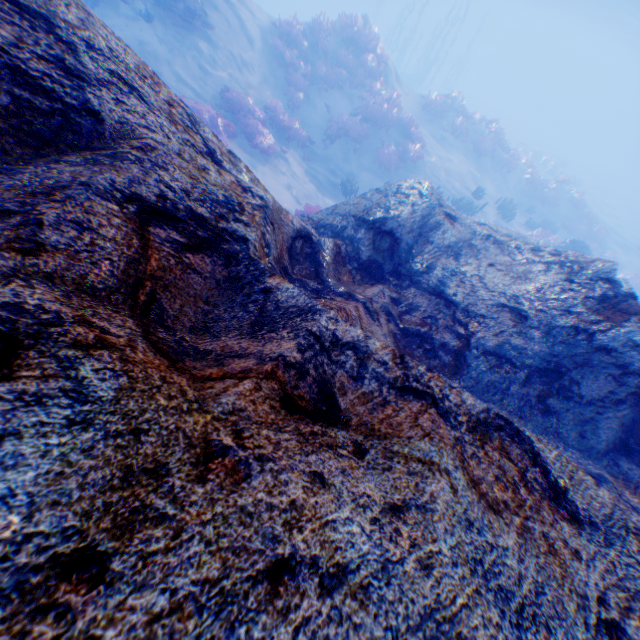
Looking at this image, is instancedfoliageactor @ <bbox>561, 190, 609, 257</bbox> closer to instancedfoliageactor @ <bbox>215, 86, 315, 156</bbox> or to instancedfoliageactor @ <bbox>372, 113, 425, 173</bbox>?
instancedfoliageactor @ <bbox>372, 113, 425, 173</bbox>

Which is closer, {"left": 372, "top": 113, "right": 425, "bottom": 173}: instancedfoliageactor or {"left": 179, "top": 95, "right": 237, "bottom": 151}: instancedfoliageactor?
{"left": 179, "top": 95, "right": 237, "bottom": 151}: instancedfoliageactor

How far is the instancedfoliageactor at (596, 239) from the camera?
22.1 meters

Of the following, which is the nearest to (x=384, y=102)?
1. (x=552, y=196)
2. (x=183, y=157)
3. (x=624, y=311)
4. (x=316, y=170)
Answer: (x=316, y=170)

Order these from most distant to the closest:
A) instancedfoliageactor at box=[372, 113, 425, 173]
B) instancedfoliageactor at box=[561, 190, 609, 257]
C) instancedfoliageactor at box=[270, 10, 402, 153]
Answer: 1. instancedfoliageactor at box=[561, 190, 609, 257]
2. instancedfoliageactor at box=[372, 113, 425, 173]
3. instancedfoliageactor at box=[270, 10, 402, 153]

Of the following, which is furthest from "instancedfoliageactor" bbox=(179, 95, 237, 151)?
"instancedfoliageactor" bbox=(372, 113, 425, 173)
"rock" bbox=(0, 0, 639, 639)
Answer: "instancedfoliageactor" bbox=(372, 113, 425, 173)

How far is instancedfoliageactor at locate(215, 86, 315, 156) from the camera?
12.5 meters

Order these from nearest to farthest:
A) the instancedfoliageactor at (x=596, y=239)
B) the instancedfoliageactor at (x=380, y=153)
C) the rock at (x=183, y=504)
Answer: the rock at (x=183, y=504)
the instancedfoliageactor at (x=380, y=153)
the instancedfoliageactor at (x=596, y=239)
